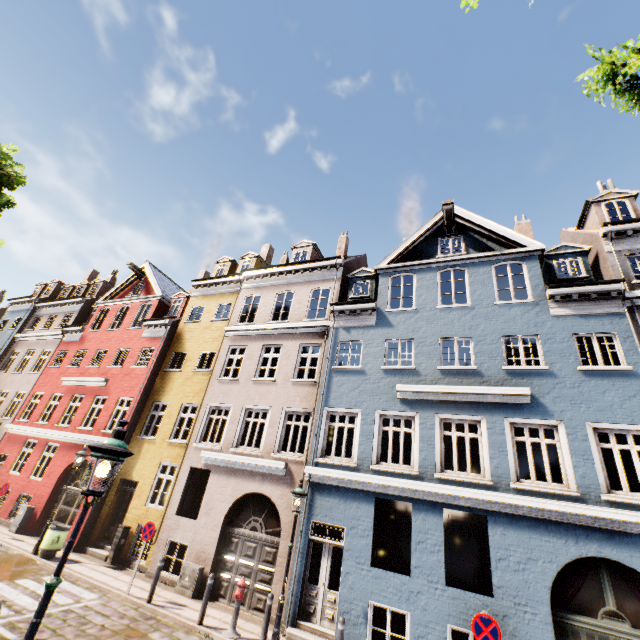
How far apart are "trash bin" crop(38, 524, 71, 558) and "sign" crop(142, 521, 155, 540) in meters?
4.3

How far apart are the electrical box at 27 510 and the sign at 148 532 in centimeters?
886cm

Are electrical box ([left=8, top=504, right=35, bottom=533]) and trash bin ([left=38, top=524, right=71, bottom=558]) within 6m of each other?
yes

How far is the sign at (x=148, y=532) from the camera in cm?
1051

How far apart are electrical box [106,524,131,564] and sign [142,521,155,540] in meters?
3.3 m

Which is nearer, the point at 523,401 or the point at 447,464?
the point at 523,401

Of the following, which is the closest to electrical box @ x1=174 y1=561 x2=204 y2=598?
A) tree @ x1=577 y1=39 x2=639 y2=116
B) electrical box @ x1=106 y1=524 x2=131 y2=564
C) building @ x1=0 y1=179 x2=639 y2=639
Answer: building @ x1=0 y1=179 x2=639 y2=639

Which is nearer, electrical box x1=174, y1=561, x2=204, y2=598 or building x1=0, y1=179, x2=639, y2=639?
building x1=0, y1=179, x2=639, y2=639
